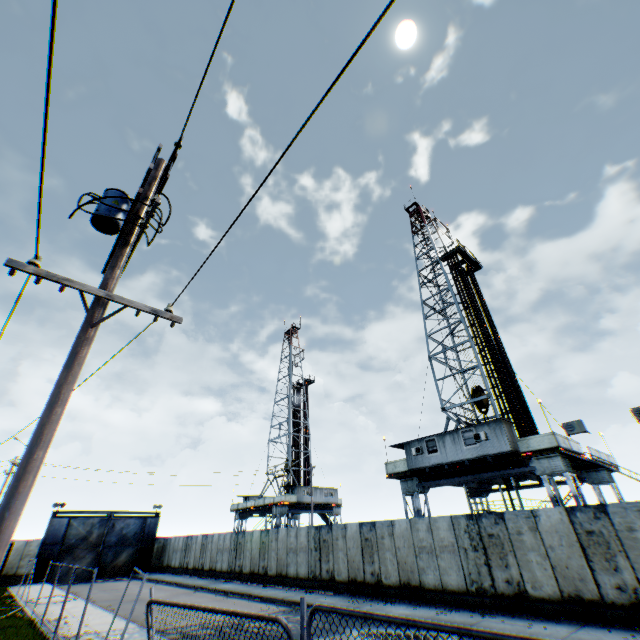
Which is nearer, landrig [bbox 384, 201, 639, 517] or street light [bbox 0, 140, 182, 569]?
street light [bbox 0, 140, 182, 569]

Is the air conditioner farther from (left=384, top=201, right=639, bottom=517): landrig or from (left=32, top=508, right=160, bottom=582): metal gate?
(left=32, top=508, right=160, bottom=582): metal gate

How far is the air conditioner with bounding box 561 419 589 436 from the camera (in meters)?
15.37

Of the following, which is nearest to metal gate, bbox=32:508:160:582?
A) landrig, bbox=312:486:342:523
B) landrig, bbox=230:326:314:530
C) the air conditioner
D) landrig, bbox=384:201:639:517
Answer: landrig, bbox=312:486:342:523

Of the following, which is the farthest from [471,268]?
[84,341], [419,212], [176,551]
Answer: [176,551]

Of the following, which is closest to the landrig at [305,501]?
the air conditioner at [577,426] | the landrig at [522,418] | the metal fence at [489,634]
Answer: the landrig at [522,418]

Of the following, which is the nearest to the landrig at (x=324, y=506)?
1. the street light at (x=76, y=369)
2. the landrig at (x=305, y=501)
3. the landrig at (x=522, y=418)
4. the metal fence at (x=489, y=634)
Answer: the landrig at (x=305, y=501)

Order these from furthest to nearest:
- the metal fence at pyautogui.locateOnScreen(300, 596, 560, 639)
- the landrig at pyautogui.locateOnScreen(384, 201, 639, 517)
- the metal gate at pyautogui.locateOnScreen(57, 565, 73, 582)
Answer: the metal gate at pyautogui.locateOnScreen(57, 565, 73, 582)
the landrig at pyautogui.locateOnScreen(384, 201, 639, 517)
the metal fence at pyautogui.locateOnScreen(300, 596, 560, 639)
